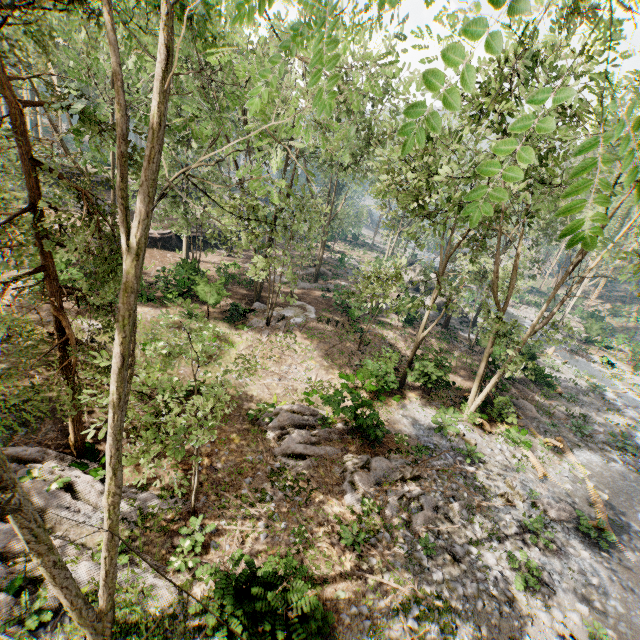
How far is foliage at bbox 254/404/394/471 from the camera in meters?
13.4 m

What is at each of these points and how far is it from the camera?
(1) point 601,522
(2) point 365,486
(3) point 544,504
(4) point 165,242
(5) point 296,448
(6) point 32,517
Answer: (1) foliage, 13.1m
(2) foliage, 12.7m
(3) foliage, 14.1m
(4) ground embankment, 31.3m
(5) foliage, 13.5m
(6) foliage, 4.7m

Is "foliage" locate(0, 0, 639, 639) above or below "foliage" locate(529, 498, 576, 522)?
above

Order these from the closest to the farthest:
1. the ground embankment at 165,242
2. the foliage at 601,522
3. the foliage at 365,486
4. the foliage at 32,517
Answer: the foliage at 32,517 → the foliage at 365,486 → the foliage at 601,522 → the ground embankment at 165,242

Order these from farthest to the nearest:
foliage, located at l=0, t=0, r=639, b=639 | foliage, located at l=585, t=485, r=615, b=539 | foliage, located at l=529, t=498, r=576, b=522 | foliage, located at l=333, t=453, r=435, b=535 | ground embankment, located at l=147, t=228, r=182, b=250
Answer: ground embankment, located at l=147, t=228, r=182, b=250, foliage, located at l=529, t=498, r=576, b=522, foliage, located at l=585, t=485, r=615, b=539, foliage, located at l=333, t=453, r=435, b=535, foliage, located at l=0, t=0, r=639, b=639

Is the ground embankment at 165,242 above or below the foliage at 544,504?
above
